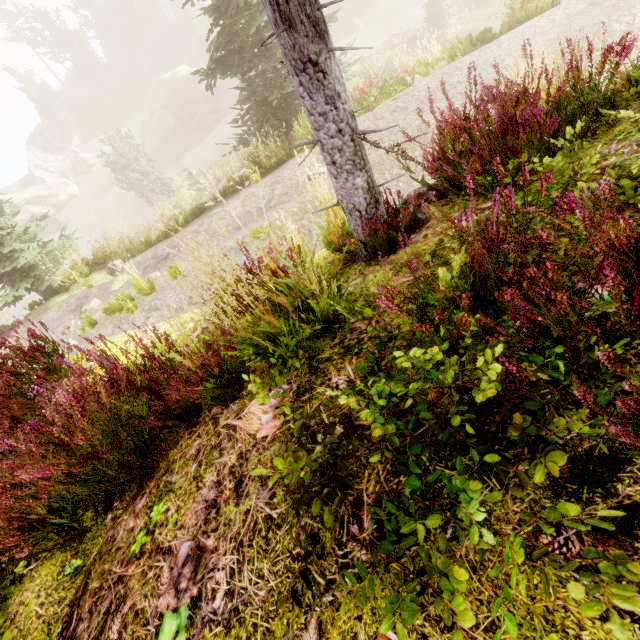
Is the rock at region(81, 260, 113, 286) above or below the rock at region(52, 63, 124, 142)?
below

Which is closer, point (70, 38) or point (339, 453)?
point (339, 453)

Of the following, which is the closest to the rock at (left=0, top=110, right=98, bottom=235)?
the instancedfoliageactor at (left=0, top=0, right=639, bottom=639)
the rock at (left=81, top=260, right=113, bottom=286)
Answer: the instancedfoliageactor at (left=0, top=0, right=639, bottom=639)

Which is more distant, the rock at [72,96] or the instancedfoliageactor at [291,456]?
the rock at [72,96]

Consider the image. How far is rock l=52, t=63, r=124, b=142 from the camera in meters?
45.1

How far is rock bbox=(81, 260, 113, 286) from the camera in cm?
1040

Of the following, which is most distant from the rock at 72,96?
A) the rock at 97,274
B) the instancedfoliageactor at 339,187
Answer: the rock at 97,274
